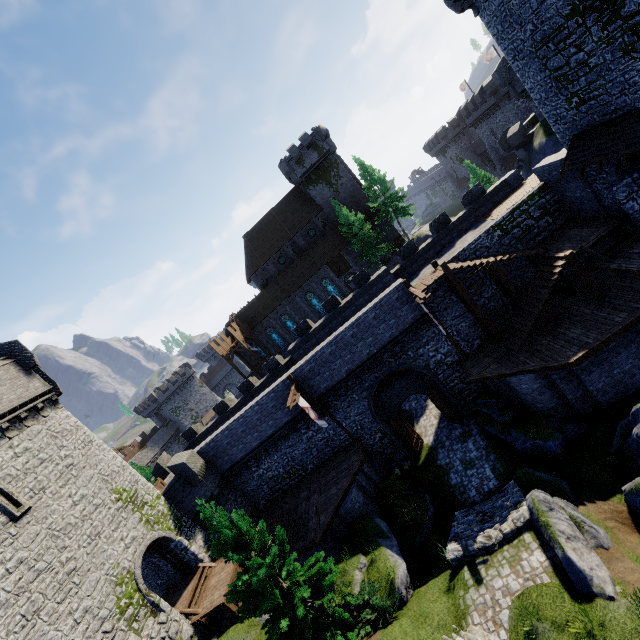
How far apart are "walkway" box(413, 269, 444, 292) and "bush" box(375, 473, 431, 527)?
11.41m

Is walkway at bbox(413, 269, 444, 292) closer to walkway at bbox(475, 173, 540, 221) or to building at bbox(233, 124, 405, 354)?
walkway at bbox(475, 173, 540, 221)

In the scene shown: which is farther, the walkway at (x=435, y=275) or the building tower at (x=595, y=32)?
the walkway at (x=435, y=275)

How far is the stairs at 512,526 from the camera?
12.6 meters

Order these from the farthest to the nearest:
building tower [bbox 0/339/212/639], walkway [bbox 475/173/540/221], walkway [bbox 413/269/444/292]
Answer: walkway [bbox 475/173/540/221] < walkway [bbox 413/269/444/292] < building tower [bbox 0/339/212/639]

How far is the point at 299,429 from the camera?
23.39m

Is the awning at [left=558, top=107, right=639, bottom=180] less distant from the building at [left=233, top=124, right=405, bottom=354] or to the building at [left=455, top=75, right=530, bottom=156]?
the building at [left=233, top=124, right=405, bottom=354]

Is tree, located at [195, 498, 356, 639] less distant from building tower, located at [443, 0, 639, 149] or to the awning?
the awning
